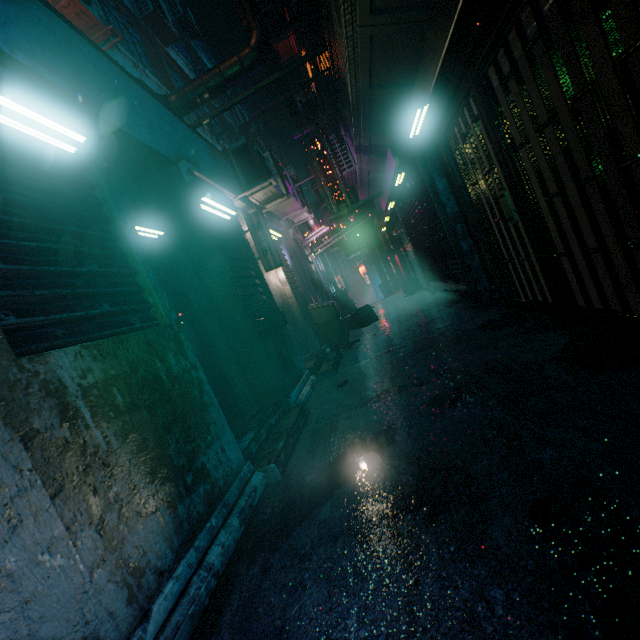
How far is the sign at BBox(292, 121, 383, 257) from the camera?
5.82m

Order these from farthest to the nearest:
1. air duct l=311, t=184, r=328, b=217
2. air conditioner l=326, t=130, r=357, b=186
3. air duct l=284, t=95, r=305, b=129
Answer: air duct l=311, t=184, r=328, b=217 < air duct l=284, t=95, r=305, b=129 < air conditioner l=326, t=130, r=357, b=186

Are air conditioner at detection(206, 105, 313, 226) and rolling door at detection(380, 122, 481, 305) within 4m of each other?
yes

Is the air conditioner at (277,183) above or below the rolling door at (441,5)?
above

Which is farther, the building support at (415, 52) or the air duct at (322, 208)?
the air duct at (322, 208)

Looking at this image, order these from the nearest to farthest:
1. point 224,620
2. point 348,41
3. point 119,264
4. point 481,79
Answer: point 224,620 < point 119,264 < point 481,79 < point 348,41

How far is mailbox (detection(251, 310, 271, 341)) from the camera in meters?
3.6 m

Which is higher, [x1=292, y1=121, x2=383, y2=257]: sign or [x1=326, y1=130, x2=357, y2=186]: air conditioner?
[x1=326, y1=130, x2=357, y2=186]: air conditioner
